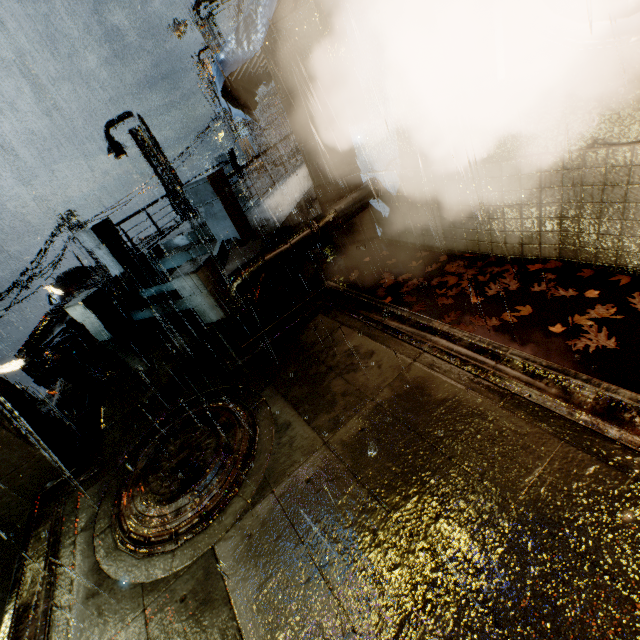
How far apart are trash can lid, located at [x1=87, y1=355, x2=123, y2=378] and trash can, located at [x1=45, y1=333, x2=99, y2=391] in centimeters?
2cm

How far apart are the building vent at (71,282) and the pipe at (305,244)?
19.0 meters

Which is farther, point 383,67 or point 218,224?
point 218,224

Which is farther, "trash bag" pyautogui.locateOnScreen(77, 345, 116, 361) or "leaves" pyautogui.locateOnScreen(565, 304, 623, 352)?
"trash bag" pyautogui.locateOnScreen(77, 345, 116, 361)

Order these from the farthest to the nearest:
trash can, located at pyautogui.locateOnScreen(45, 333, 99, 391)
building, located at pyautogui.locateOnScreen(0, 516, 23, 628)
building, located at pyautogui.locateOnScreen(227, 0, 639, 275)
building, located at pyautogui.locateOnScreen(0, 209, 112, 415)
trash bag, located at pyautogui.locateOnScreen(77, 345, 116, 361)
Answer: building, located at pyautogui.locateOnScreen(0, 209, 112, 415), trash bag, located at pyautogui.locateOnScreen(77, 345, 116, 361), trash can, located at pyautogui.locateOnScreen(45, 333, 99, 391), building, located at pyautogui.locateOnScreen(0, 516, 23, 628), building, located at pyautogui.locateOnScreen(227, 0, 639, 275)

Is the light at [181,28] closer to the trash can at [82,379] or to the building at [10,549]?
the building at [10,549]

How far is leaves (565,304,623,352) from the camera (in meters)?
4.24

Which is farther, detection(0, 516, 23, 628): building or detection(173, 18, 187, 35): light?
detection(173, 18, 187, 35): light
